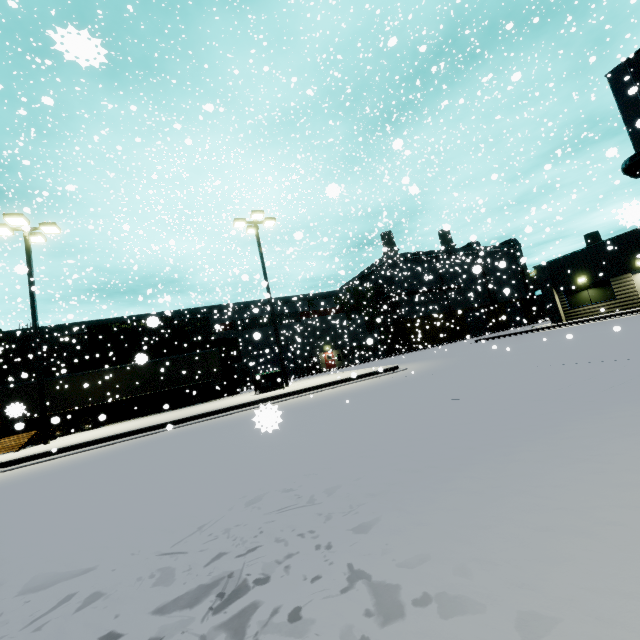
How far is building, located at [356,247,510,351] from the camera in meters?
49.6 m

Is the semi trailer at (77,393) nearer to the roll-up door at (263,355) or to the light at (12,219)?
the light at (12,219)

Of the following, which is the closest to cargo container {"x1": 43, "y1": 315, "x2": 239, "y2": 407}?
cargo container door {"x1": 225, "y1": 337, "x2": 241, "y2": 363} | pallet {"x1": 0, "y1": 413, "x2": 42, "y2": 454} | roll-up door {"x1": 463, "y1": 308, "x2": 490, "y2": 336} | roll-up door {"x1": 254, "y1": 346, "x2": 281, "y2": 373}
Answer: cargo container door {"x1": 225, "y1": 337, "x2": 241, "y2": 363}

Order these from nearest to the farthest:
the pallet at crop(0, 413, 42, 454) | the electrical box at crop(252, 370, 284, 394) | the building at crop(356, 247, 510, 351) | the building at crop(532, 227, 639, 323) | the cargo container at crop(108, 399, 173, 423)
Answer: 1. the pallet at crop(0, 413, 42, 454)
2. the electrical box at crop(252, 370, 284, 394)
3. the building at crop(532, 227, 639, 323)
4. the cargo container at crop(108, 399, 173, 423)
5. the building at crop(356, 247, 510, 351)

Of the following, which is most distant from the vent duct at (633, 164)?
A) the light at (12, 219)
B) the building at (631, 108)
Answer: the light at (12, 219)

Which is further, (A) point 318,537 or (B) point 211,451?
(B) point 211,451

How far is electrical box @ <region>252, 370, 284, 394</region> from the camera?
16.4m
